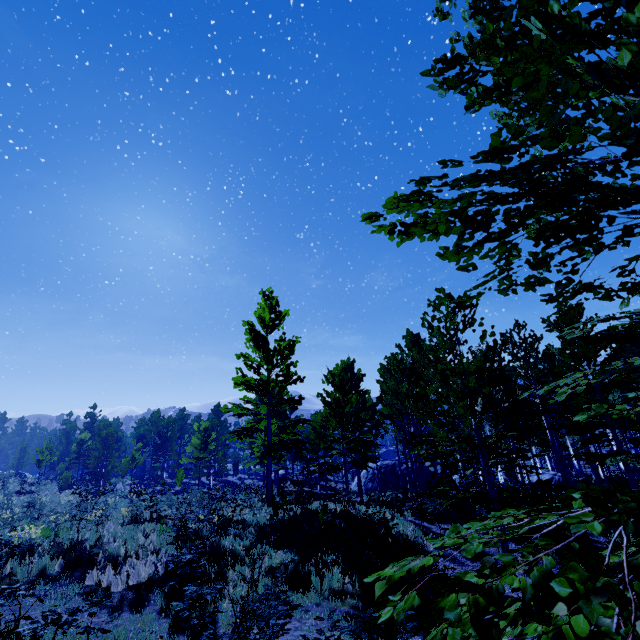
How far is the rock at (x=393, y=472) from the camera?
33.5m

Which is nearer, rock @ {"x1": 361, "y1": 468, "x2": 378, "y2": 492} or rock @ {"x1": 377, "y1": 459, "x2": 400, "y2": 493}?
rock @ {"x1": 377, "y1": 459, "x2": 400, "y2": 493}

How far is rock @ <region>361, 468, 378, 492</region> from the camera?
34.5 meters

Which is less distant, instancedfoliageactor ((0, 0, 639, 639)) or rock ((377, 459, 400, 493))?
instancedfoliageactor ((0, 0, 639, 639))

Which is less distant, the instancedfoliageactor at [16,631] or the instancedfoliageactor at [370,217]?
the instancedfoliageactor at [370,217]

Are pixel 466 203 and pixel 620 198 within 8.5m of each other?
yes

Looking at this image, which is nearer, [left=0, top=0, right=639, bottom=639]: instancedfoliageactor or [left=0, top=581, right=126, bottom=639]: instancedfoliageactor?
[left=0, top=0, right=639, bottom=639]: instancedfoliageactor

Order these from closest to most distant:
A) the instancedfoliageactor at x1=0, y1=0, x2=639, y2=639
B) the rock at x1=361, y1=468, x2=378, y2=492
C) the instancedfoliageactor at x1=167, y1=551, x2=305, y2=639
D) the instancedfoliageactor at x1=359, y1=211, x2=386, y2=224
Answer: the instancedfoliageactor at x1=0, y1=0, x2=639, y2=639, the instancedfoliageactor at x1=359, y1=211, x2=386, y2=224, the instancedfoliageactor at x1=167, y1=551, x2=305, y2=639, the rock at x1=361, y1=468, x2=378, y2=492
